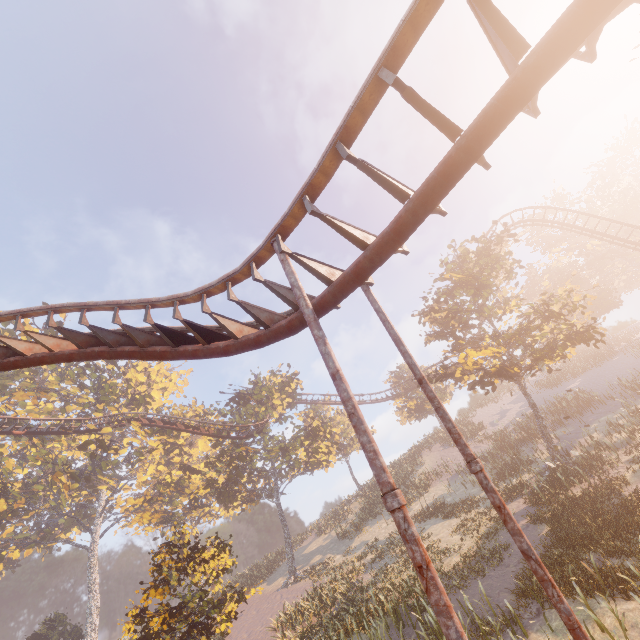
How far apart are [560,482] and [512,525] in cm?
1913

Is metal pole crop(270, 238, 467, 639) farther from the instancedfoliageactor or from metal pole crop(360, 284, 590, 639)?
the instancedfoliageactor

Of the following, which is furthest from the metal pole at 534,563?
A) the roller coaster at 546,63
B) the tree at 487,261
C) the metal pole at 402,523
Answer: the tree at 487,261

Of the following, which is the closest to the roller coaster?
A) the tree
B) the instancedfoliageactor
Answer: the tree

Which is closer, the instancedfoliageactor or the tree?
the instancedfoliageactor

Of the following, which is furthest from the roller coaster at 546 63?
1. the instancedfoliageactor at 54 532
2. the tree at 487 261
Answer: the instancedfoliageactor at 54 532

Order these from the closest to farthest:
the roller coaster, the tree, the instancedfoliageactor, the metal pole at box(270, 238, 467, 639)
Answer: the metal pole at box(270, 238, 467, 639) → the roller coaster → the instancedfoliageactor → the tree

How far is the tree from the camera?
19.0m
